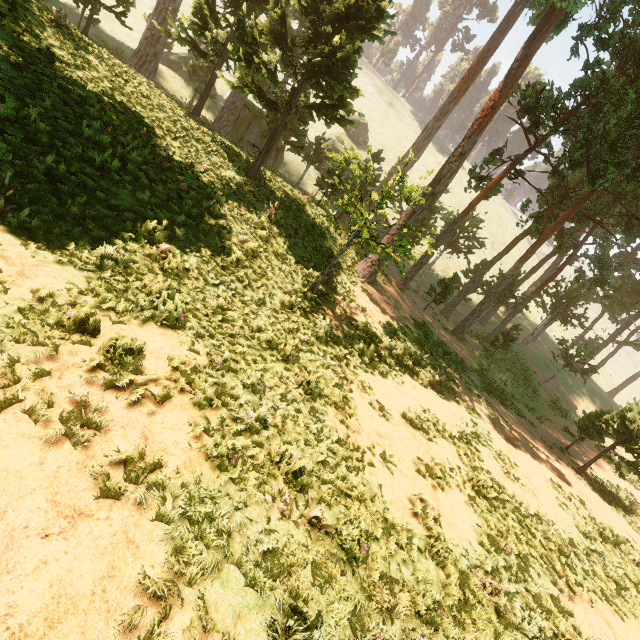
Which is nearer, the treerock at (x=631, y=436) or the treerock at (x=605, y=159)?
the treerock at (x=605, y=159)

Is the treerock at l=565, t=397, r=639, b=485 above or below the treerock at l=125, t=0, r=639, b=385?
below

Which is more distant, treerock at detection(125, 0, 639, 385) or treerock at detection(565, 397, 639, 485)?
treerock at detection(565, 397, 639, 485)

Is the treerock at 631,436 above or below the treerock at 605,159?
below

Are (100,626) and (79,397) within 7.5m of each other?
yes
